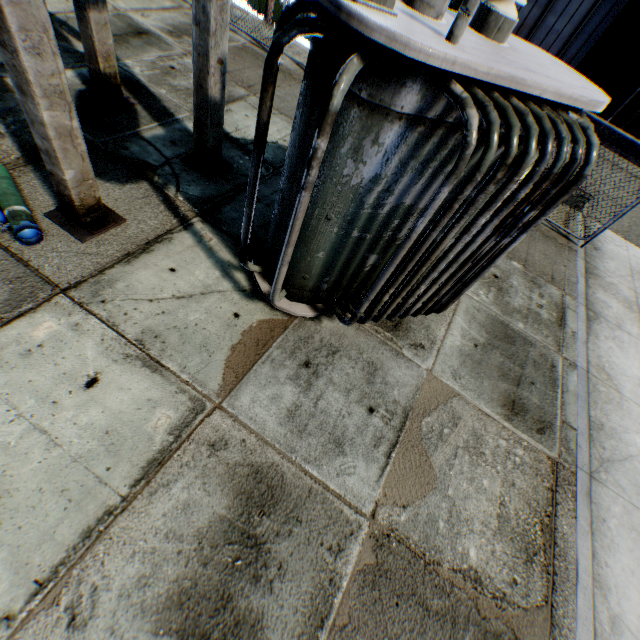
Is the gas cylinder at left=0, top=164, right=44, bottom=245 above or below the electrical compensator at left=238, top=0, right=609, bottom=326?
below

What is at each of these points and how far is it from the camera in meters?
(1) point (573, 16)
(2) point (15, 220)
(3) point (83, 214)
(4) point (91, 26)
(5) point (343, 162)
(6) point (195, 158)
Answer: (1) building, 11.1 m
(2) gas cylinder, 3.5 m
(3) concrete support, 3.8 m
(4) concrete support, 4.6 m
(5) electrical compensator, 2.6 m
(6) concrete support, 5.2 m

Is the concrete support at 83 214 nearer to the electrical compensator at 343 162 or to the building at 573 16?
the electrical compensator at 343 162

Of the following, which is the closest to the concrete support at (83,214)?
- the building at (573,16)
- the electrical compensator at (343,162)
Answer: the electrical compensator at (343,162)

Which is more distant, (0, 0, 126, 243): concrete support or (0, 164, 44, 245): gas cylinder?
(0, 164, 44, 245): gas cylinder

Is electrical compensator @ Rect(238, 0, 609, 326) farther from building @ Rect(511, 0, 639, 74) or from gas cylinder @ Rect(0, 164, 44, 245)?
building @ Rect(511, 0, 639, 74)

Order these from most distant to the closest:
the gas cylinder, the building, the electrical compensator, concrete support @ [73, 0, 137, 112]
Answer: the building
concrete support @ [73, 0, 137, 112]
the gas cylinder
the electrical compensator

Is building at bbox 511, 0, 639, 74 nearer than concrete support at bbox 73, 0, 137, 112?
No
